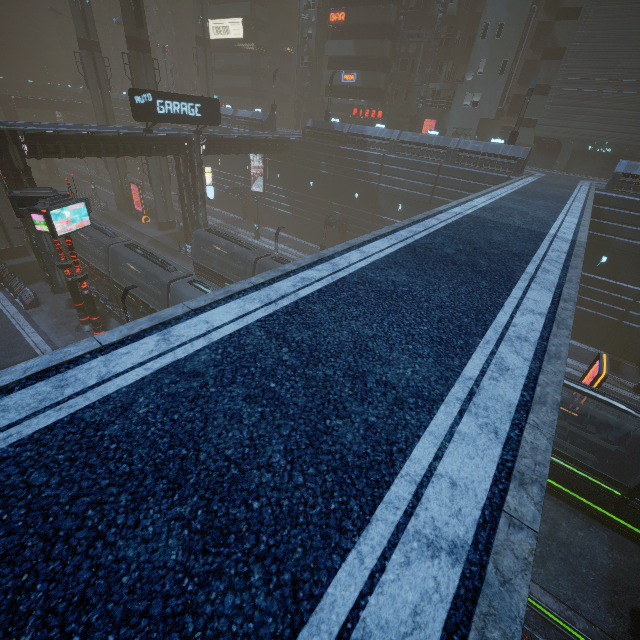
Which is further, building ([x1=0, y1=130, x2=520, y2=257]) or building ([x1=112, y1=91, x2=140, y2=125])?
building ([x1=112, y1=91, x2=140, y2=125])

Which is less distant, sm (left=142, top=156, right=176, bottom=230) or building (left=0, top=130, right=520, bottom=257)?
building (left=0, top=130, right=520, bottom=257)

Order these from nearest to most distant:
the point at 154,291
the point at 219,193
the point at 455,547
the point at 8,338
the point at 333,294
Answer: the point at 455,547
the point at 333,294
the point at 8,338
the point at 154,291
the point at 219,193

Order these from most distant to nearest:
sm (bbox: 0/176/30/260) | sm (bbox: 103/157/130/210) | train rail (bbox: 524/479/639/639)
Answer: sm (bbox: 103/157/130/210) < sm (bbox: 0/176/30/260) < train rail (bbox: 524/479/639/639)

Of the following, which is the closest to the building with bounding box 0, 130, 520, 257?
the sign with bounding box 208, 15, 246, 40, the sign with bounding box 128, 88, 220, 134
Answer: the sign with bounding box 208, 15, 246, 40

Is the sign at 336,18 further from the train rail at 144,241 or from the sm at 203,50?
the train rail at 144,241

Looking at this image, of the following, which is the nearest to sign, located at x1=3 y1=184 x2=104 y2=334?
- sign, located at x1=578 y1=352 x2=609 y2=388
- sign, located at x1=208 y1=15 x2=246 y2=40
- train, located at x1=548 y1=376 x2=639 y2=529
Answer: train, located at x1=548 y1=376 x2=639 y2=529

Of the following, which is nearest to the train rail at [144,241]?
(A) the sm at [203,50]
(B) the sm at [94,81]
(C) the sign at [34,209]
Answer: (B) the sm at [94,81]
